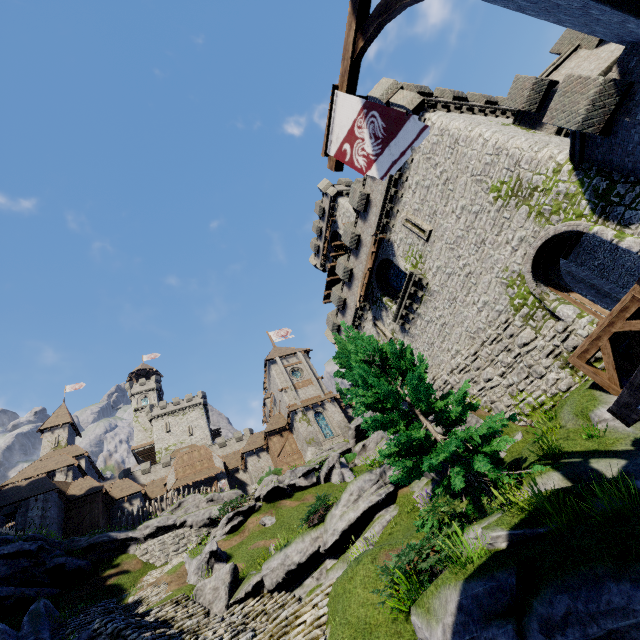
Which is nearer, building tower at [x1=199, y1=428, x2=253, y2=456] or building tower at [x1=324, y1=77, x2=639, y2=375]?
building tower at [x1=324, y1=77, x2=639, y2=375]

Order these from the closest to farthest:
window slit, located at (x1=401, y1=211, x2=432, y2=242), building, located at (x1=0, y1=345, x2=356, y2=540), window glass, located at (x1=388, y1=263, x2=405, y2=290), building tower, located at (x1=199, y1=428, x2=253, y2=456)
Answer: window slit, located at (x1=401, y1=211, x2=432, y2=242)
window glass, located at (x1=388, y1=263, x2=405, y2=290)
building, located at (x1=0, y1=345, x2=356, y2=540)
building tower, located at (x1=199, y1=428, x2=253, y2=456)

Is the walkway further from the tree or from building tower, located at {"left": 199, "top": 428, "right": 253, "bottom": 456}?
building tower, located at {"left": 199, "top": 428, "right": 253, "bottom": 456}

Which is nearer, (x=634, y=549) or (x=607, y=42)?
(x=634, y=549)

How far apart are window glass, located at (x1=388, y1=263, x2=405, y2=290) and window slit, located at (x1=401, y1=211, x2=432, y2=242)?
2.8m

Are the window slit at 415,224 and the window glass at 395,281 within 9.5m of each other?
yes

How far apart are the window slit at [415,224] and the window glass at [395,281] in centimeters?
284cm

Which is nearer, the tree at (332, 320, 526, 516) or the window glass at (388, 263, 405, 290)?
the tree at (332, 320, 526, 516)
